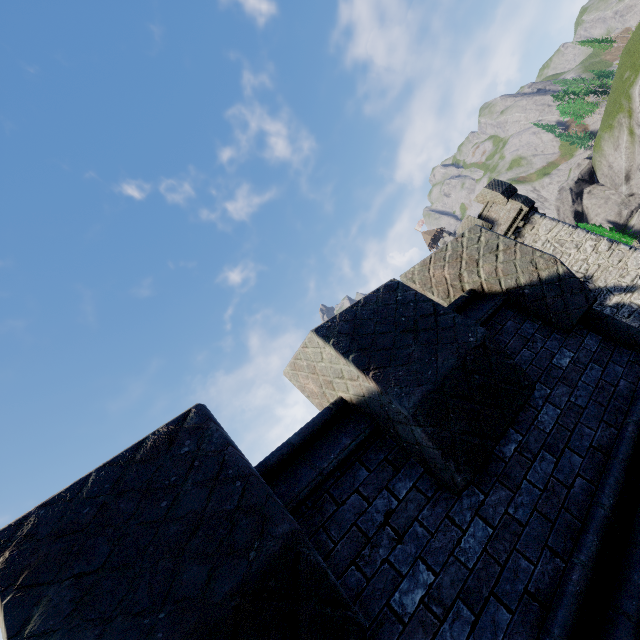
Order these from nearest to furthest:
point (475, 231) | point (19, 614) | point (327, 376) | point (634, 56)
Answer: point (19, 614)
point (327, 376)
point (475, 231)
point (634, 56)
